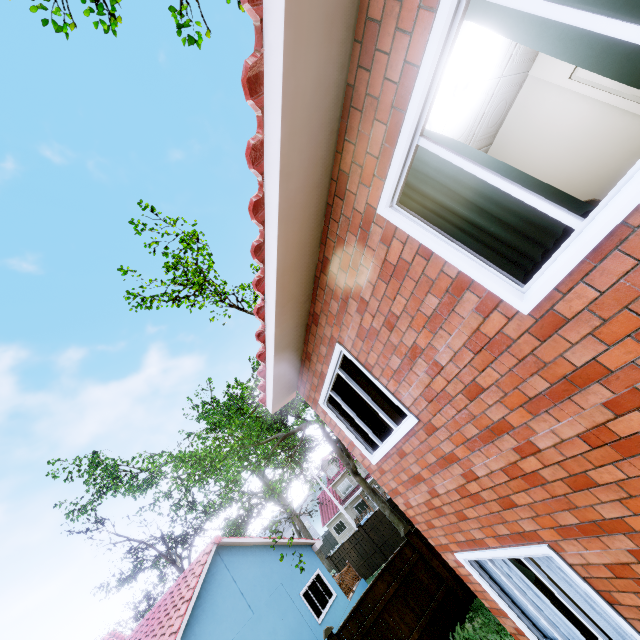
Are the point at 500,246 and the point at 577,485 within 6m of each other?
yes

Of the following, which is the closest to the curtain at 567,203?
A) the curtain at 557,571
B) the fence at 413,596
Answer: the curtain at 557,571

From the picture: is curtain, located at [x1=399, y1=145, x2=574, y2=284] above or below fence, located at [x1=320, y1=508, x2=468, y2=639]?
above

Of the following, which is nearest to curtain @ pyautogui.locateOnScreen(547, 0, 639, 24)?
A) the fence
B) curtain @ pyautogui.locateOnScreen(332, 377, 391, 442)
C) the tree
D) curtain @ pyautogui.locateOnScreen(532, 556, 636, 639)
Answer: curtain @ pyautogui.locateOnScreen(532, 556, 636, 639)

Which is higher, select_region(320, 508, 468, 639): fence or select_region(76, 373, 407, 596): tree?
select_region(76, 373, 407, 596): tree

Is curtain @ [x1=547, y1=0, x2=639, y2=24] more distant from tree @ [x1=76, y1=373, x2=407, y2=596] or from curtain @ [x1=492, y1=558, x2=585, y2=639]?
tree @ [x1=76, y1=373, x2=407, y2=596]

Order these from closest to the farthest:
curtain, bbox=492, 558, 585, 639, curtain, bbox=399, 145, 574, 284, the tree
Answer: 1. curtain, bbox=399, 145, 574, 284
2. curtain, bbox=492, 558, 585, 639
3. the tree

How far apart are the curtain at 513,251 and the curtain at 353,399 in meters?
2.9 m
